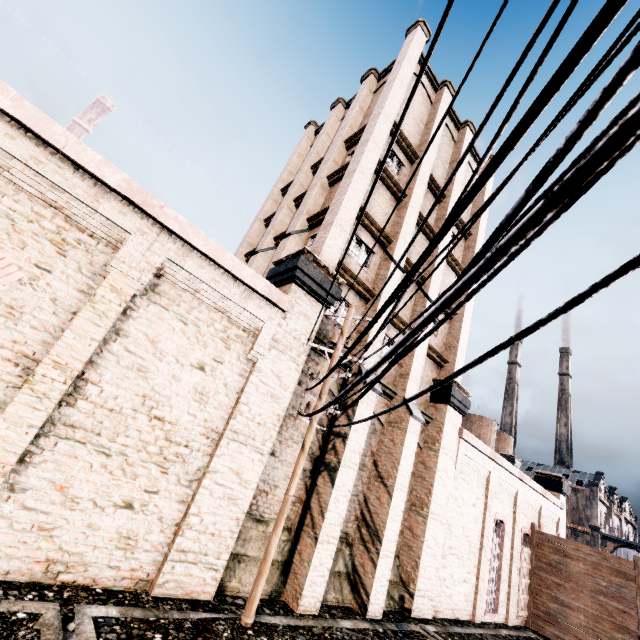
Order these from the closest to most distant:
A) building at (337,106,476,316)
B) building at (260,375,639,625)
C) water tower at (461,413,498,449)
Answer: building at (260,375,639,625) → building at (337,106,476,316) → water tower at (461,413,498,449)

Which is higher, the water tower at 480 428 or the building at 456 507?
the water tower at 480 428

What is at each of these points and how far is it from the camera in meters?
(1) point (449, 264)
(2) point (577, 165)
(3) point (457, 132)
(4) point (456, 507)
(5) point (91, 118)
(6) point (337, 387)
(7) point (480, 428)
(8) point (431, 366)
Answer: (1) building, 20.2 m
(2) electric pole, 1.0 m
(3) building, 23.4 m
(4) building, 16.1 m
(5) building, 56.5 m
(6) building, 12.9 m
(7) water tower, 57.8 m
(8) building, 17.8 m

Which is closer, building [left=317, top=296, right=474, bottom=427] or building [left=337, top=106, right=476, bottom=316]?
building [left=317, top=296, right=474, bottom=427]

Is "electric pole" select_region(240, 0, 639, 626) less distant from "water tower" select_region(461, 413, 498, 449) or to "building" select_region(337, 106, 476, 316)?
"building" select_region(337, 106, 476, 316)

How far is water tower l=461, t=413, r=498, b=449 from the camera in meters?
57.1 m

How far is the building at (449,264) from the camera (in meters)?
15.62

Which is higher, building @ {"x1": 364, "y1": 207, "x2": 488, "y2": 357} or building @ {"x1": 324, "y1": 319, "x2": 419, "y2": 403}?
building @ {"x1": 364, "y1": 207, "x2": 488, "y2": 357}
